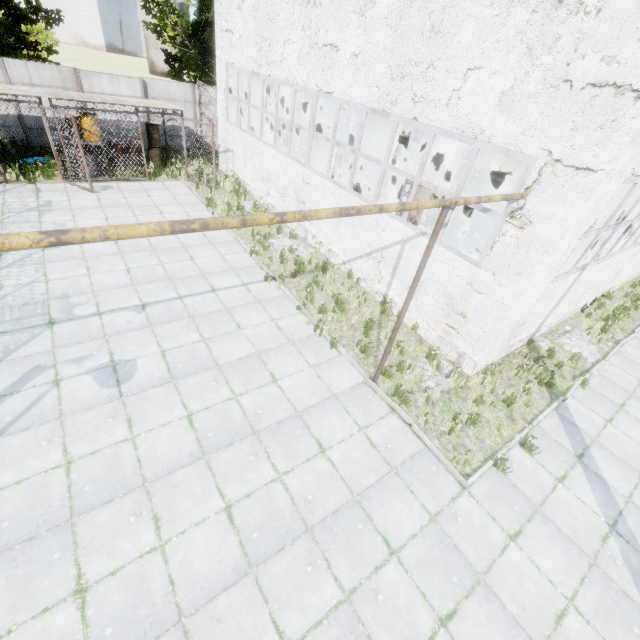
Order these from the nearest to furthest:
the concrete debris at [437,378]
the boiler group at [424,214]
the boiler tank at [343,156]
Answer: the concrete debris at [437,378], the boiler group at [424,214], the boiler tank at [343,156]

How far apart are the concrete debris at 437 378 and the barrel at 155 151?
17.3 meters

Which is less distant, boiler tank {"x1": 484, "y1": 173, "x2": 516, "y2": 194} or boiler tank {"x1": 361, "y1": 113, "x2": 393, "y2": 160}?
boiler tank {"x1": 361, "y1": 113, "x2": 393, "y2": 160}

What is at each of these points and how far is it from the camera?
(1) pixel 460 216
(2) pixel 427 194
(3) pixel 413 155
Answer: (1) boiler tank, 15.26m
(2) boiler group, 8.55m
(3) boiler tank, 14.84m

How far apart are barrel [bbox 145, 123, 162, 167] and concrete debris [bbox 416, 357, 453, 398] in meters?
17.3

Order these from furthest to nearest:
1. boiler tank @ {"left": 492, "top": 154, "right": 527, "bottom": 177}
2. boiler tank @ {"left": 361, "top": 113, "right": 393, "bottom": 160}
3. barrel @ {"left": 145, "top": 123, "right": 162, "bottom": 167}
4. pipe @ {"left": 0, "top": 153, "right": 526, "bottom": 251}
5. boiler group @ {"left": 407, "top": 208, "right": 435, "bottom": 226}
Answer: boiler tank @ {"left": 492, "top": 154, "right": 527, "bottom": 177}
barrel @ {"left": 145, "top": 123, "right": 162, "bottom": 167}
boiler tank @ {"left": 361, "top": 113, "right": 393, "bottom": 160}
boiler group @ {"left": 407, "top": 208, "right": 435, "bottom": 226}
pipe @ {"left": 0, "top": 153, "right": 526, "bottom": 251}

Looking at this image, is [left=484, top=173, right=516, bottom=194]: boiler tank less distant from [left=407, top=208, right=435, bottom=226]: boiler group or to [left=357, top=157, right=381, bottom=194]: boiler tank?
[left=357, top=157, right=381, bottom=194]: boiler tank
